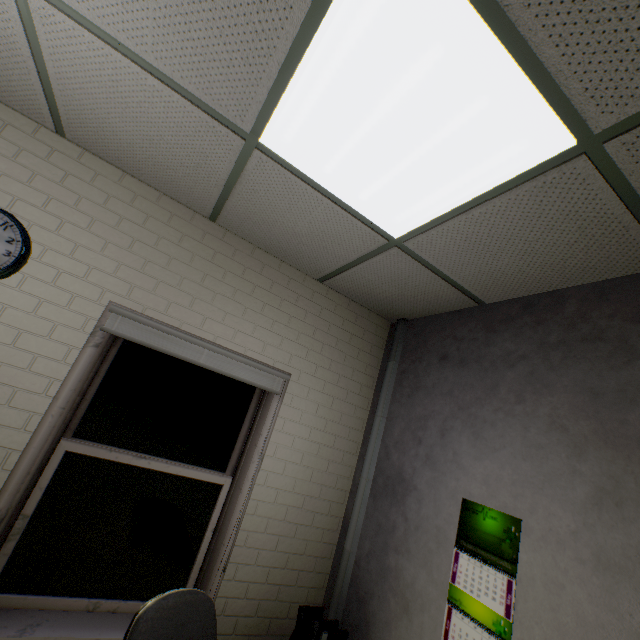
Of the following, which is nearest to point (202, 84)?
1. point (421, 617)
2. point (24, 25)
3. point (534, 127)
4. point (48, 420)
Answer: point (24, 25)

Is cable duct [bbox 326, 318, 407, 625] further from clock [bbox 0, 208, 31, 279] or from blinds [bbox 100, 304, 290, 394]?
clock [bbox 0, 208, 31, 279]

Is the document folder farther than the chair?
Yes

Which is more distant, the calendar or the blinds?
the blinds

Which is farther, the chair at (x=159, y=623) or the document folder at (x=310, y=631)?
the document folder at (x=310, y=631)

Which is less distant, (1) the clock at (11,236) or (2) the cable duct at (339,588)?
(1) the clock at (11,236)

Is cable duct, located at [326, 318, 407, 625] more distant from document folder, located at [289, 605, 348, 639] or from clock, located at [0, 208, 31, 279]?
clock, located at [0, 208, 31, 279]

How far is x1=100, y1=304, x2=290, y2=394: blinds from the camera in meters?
2.0
